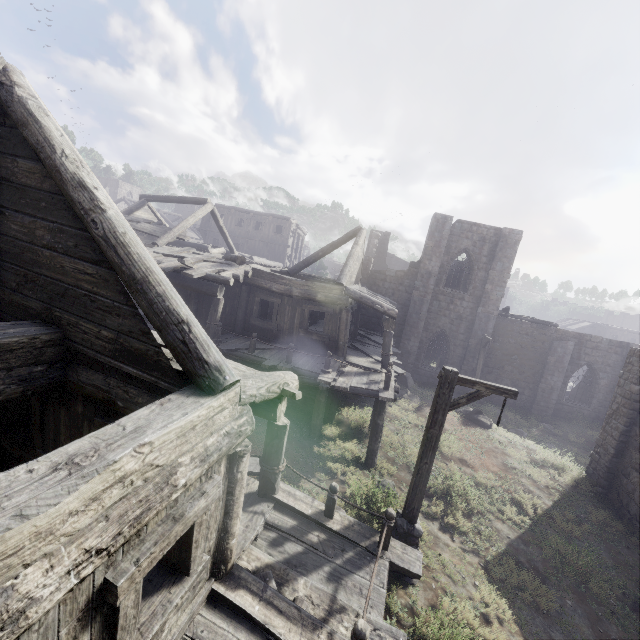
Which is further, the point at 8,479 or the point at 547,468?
the point at 547,468
